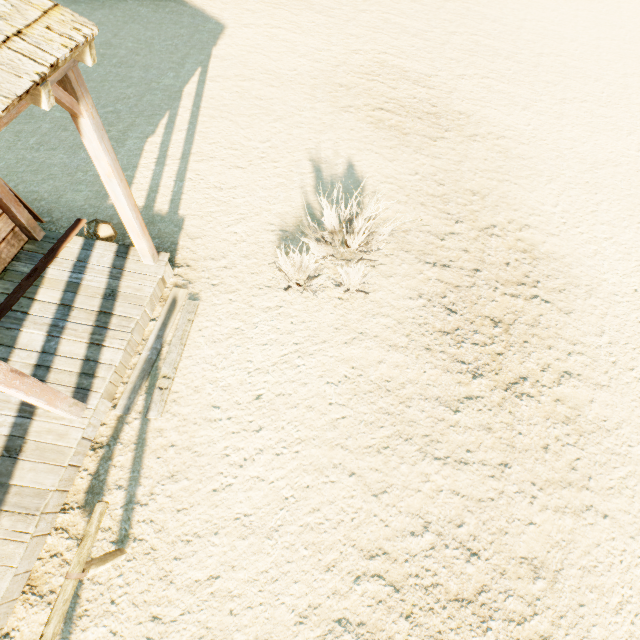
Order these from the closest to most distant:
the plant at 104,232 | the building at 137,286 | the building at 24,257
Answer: the building at 137,286
the building at 24,257
the plant at 104,232

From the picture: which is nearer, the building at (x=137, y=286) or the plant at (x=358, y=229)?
the building at (x=137, y=286)

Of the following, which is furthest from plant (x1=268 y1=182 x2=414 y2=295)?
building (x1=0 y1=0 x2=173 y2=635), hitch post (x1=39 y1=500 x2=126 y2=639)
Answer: hitch post (x1=39 y1=500 x2=126 y2=639)

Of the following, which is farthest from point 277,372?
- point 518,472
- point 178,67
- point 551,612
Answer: point 178,67

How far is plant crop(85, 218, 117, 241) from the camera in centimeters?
517cm

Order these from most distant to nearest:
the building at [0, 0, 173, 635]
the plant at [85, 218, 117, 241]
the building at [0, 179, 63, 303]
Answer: the plant at [85, 218, 117, 241] → the building at [0, 179, 63, 303] → the building at [0, 0, 173, 635]

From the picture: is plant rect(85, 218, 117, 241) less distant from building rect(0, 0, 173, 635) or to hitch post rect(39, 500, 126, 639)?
building rect(0, 0, 173, 635)

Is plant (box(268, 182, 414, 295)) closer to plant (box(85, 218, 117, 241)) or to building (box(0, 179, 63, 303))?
building (box(0, 179, 63, 303))
